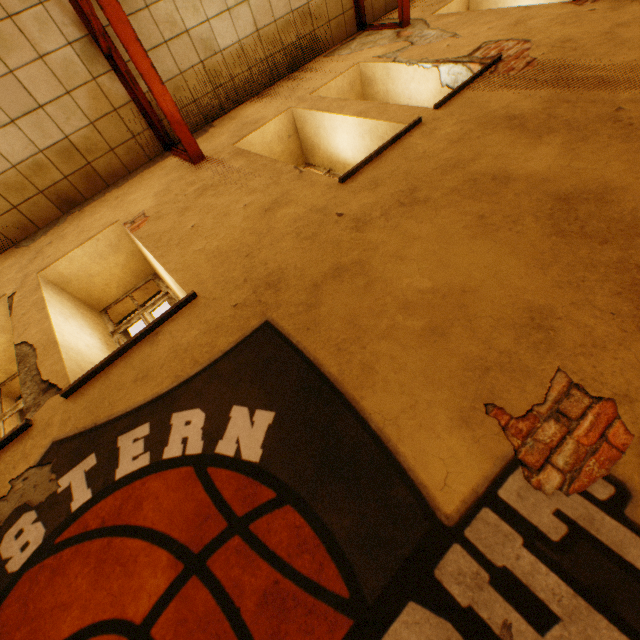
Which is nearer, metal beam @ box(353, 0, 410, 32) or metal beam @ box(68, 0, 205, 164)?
metal beam @ box(68, 0, 205, 164)

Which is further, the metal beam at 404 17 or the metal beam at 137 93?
the metal beam at 404 17

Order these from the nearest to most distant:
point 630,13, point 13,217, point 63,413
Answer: Answer:
1. point 63,413
2. point 630,13
3. point 13,217
